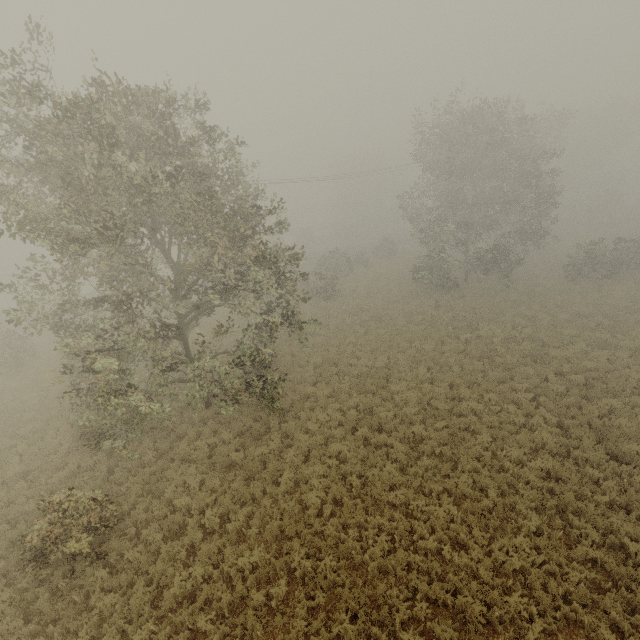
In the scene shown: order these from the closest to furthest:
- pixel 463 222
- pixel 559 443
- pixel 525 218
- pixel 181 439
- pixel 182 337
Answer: pixel 559 443 → pixel 182 337 → pixel 181 439 → pixel 463 222 → pixel 525 218
